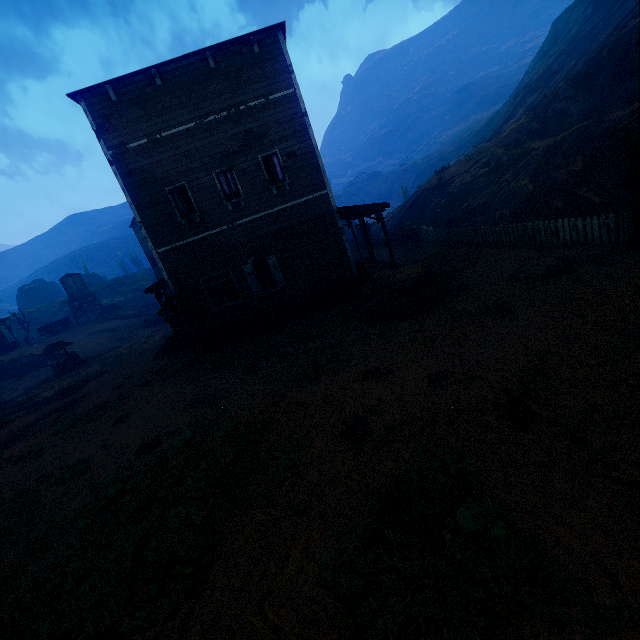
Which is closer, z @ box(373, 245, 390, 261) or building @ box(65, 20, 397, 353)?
building @ box(65, 20, 397, 353)

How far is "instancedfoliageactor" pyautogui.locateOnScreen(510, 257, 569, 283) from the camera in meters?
9.4

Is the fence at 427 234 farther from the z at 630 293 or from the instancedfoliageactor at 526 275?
the instancedfoliageactor at 526 275

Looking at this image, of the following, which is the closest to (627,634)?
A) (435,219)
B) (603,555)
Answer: (603,555)

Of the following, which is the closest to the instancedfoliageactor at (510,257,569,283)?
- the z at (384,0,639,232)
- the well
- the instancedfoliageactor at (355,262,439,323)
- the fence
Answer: the z at (384,0,639,232)

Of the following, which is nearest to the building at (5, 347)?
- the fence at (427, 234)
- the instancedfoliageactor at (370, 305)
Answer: the instancedfoliageactor at (370, 305)

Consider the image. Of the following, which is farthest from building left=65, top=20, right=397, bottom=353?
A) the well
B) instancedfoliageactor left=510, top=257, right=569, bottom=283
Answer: the well

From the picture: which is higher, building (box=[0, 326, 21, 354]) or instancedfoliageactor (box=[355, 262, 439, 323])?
building (box=[0, 326, 21, 354])
